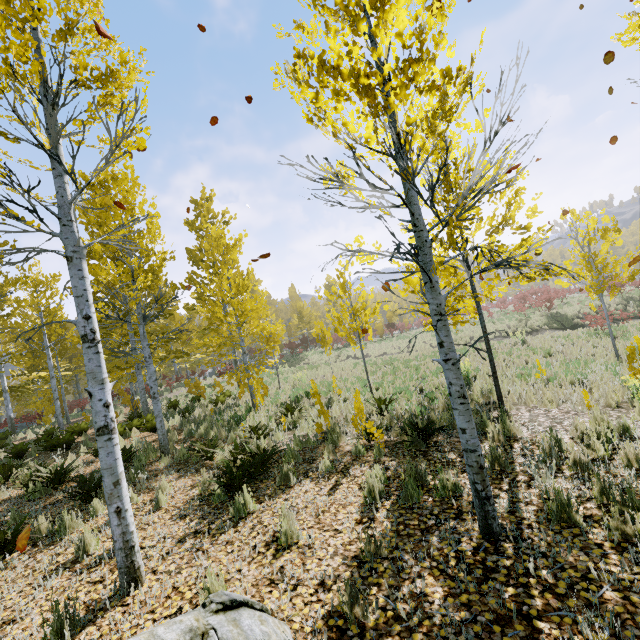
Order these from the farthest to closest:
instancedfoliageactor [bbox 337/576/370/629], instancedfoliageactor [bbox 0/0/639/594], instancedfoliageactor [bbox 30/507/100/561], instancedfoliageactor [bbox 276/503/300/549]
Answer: instancedfoliageactor [bbox 30/507/100/561] → instancedfoliageactor [bbox 276/503/300/549] → instancedfoliageactor [bbox 0/0/639/594] → instancedfoliageactor [bbox 337/576/370/629]

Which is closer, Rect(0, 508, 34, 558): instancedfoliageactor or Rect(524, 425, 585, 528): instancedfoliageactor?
Rect(524, 425, 585, 528): instancedfoliageactor

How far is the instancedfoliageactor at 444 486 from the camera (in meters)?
4.05

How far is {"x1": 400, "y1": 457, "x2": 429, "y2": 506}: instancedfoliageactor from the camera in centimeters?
406cm

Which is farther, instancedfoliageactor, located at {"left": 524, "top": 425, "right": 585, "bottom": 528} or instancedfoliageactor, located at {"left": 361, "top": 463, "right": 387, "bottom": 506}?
instancedfoliageactor, located at {"left": 361, "top": 463, "right": 387, "bottom": 506}

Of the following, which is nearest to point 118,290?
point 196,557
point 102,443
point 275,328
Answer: point 275,328

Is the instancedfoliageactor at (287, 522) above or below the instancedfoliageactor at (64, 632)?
below
